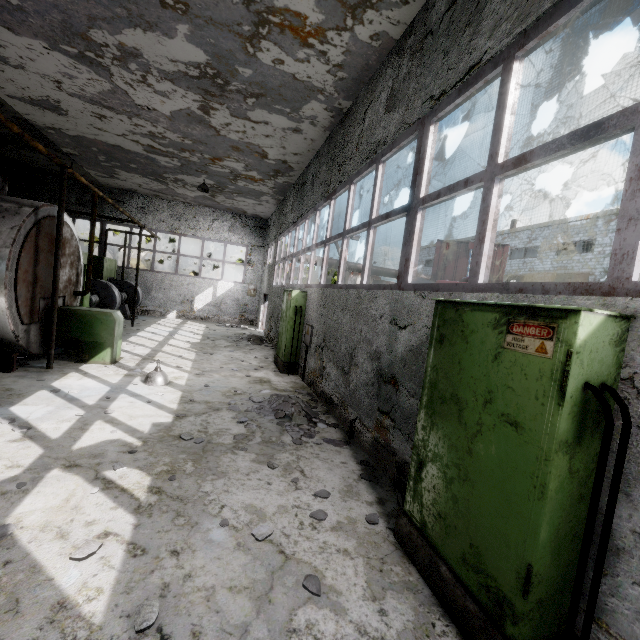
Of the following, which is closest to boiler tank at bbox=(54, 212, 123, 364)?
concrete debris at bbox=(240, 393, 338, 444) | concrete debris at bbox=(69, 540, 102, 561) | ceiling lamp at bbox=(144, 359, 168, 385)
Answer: ceiling lamp at bbox=(144, 359, 168, 385)

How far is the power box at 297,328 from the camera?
9.30m

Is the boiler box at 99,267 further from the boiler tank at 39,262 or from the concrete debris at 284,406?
the concrete debris at 284,406

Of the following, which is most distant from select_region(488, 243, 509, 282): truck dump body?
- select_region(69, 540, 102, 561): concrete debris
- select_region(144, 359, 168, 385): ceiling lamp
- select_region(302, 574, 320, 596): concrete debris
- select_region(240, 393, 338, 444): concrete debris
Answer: select_region(69, 540, 102, 561): concrete debris

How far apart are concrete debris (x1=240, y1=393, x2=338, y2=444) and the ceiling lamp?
1.8m

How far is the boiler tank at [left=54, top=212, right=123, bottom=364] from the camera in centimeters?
781cm

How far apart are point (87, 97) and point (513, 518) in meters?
12.4 m

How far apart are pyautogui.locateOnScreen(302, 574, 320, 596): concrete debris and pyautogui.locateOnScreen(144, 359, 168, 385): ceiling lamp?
5.50m
